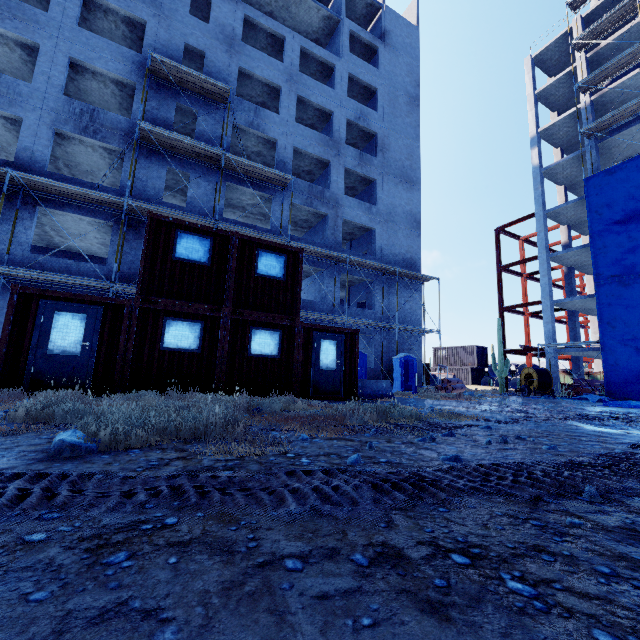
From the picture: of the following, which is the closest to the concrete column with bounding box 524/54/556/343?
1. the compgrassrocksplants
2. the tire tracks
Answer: the compgrassrocksplants

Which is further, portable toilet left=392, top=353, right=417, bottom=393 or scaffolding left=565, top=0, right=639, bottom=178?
scaffolding left=565, top=0, right=639, bottom=178

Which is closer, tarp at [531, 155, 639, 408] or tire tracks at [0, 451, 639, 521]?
tire tracks at [0, 451, 639, 521]

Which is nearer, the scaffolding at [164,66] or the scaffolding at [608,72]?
the scaffolding at [164,66]

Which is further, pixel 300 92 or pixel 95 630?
pixel 300 92

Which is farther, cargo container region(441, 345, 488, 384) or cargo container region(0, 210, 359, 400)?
cargo container region(441, 345, 488, 384)

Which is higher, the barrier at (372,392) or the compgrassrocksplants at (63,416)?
the barrier at (372,392)

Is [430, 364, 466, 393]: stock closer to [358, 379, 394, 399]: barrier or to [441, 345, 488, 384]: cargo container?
[358, 379, 394, 399]: barrier
